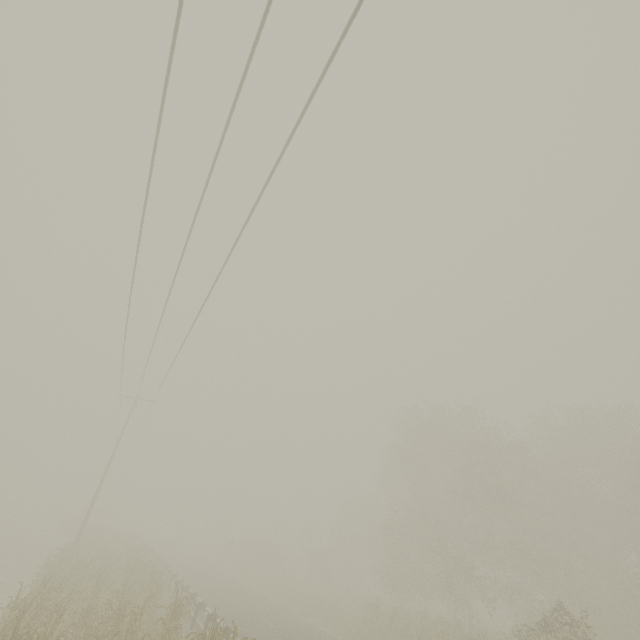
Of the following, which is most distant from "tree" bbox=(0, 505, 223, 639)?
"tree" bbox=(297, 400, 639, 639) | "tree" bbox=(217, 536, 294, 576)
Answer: "tree" bbox=(297, 400, 639, 639)

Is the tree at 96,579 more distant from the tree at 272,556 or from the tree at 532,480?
the tree at 532,480

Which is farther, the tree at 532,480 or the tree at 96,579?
the tree at 532,480

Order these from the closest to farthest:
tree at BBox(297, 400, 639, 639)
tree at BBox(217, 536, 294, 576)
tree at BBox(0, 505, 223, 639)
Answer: tree at BBox(0, 505, 223, 639) < tree at BBox(297, 400, 639, 639) < tree at BBox(217, 536, 294, 576)

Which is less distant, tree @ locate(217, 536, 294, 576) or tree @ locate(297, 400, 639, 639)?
tree @ locate(297, 400, 639, 639)

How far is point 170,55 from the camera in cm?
602
